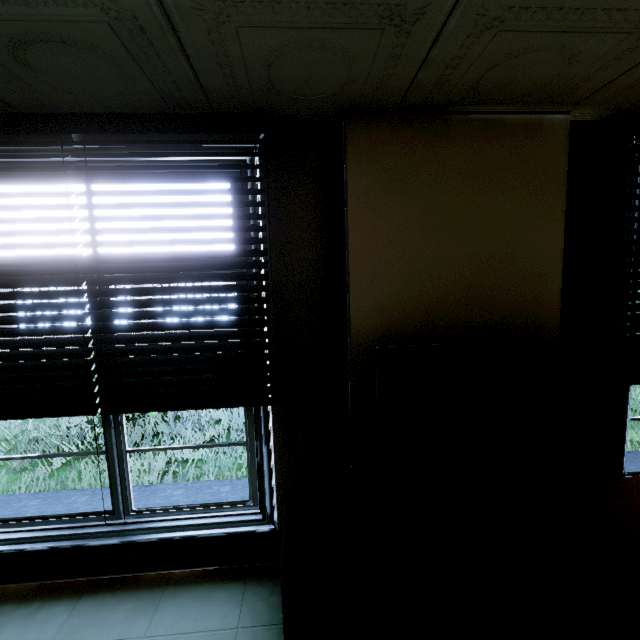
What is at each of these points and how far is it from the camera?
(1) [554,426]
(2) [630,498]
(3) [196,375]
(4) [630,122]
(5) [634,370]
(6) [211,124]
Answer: (1) tv, 1.69m
(2) tv cabinet, 1.80m
(3) blinds, 1.91m
(4) blinds, 1.91m
(5) blinds, 2.12m
(6) blinds, 1.75m

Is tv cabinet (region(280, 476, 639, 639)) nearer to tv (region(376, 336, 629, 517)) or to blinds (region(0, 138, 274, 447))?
tv (region(376, 336, 629, 517))

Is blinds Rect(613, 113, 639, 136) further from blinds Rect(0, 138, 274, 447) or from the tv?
blinds Rect(0, 138, 274, 447)

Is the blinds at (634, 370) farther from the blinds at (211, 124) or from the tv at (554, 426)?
the blinds at (211, 124)

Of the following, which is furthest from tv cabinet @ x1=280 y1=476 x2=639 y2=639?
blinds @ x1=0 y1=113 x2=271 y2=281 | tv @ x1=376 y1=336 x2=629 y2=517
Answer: blinds @ x1=0 y1=113 x2=271 y2=281

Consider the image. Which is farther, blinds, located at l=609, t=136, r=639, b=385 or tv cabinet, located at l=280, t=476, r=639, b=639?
blinds, located at l=609, t=136, r=639, b=385

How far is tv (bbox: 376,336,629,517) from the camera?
1.6 meters

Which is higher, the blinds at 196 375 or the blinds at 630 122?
the blinds at 630 122
